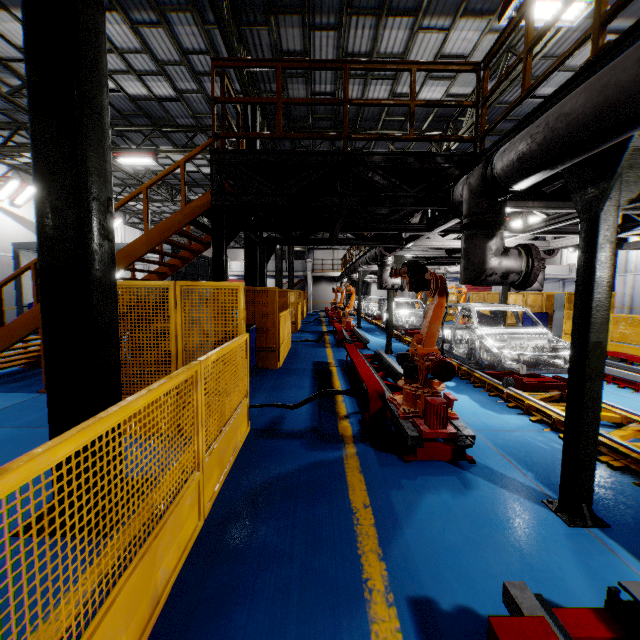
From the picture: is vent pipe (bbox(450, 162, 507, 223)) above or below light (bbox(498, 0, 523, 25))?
below

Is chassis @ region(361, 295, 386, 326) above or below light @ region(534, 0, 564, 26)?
below

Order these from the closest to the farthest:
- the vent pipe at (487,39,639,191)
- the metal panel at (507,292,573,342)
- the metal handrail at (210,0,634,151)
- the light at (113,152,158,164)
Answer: the vent pipe at (487,39,639,191), the metal handrail at (210,0,634,151), the metal panel at (507,292,573,342), the light at (113,152,158,164)

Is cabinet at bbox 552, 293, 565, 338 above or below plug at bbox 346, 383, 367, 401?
above

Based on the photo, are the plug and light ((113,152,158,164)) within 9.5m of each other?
no

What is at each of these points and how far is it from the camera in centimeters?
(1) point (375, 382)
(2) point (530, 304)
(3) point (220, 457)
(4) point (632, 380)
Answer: (1) metal platform, 539cm
(2) metal panel, 1688cm
(3) metal panel, 351cm
(4) metal platform, 706cm

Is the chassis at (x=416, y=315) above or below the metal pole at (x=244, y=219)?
below

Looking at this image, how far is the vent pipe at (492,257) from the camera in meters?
3.9
